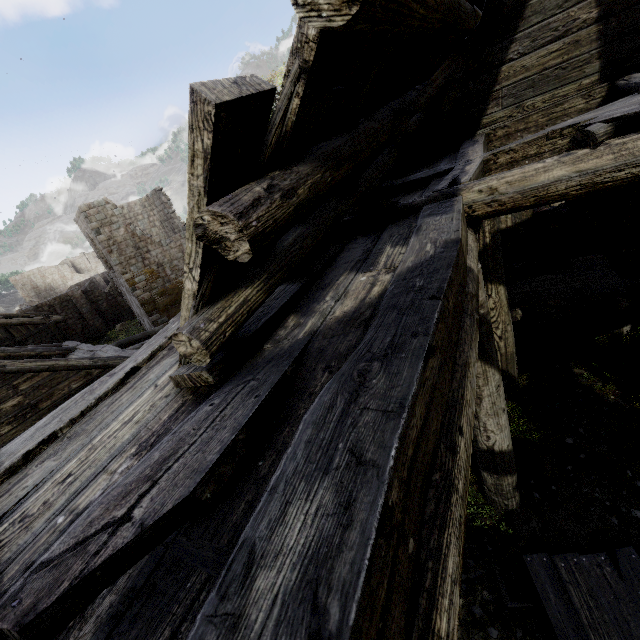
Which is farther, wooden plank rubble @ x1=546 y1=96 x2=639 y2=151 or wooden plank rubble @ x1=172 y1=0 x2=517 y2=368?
wooden plank rubble @ x1=546 y1=96 x2=639 y2=151

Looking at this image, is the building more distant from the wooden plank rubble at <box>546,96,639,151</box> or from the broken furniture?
the broken furniture

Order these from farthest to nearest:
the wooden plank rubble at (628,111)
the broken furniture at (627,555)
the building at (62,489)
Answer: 1. the broken furniture at (627,555)
2. the wooden plank rubble at (628,111)
3. the building at (62,489)

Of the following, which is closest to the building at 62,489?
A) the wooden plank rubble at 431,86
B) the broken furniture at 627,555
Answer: the wooden plank rubble at 431,86

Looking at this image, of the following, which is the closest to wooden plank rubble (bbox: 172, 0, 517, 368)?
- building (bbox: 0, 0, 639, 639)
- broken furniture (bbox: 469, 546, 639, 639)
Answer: building (bbox: 0, 0, 639, 639)

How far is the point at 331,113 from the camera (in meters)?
1.76

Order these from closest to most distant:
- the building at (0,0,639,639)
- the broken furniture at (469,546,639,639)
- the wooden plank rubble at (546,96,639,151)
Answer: the building at (0,0,639,639) < the wooden plank rubble at (546,96,639,151) < the broken furniture at (469,546,639,639)
